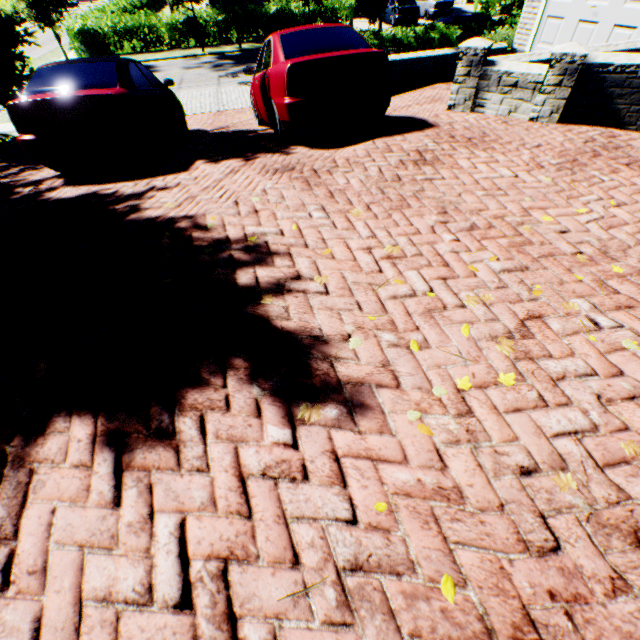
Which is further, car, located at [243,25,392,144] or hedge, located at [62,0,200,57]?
hedge, located at [62,0,200,57]

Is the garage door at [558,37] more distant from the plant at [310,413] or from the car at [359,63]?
the plant at [310,413]

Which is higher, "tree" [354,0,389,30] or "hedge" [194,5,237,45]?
"tree" [354,0,389,30]

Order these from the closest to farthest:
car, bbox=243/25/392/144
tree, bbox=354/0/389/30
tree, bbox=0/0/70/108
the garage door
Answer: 1. car, bbox=243/25/392/144
2. the garage door
3. tree, bbox=0/0/70/108
4. tree, bbox=354/0/389/30

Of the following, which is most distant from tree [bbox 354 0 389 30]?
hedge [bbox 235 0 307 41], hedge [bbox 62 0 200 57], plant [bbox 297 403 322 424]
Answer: plant [bbox 297 403 322 424]

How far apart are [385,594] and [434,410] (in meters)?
0.96

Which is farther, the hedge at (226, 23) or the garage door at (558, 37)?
the hedge at (226, 23)

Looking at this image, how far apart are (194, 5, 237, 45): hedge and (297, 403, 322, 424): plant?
29.0 meters
